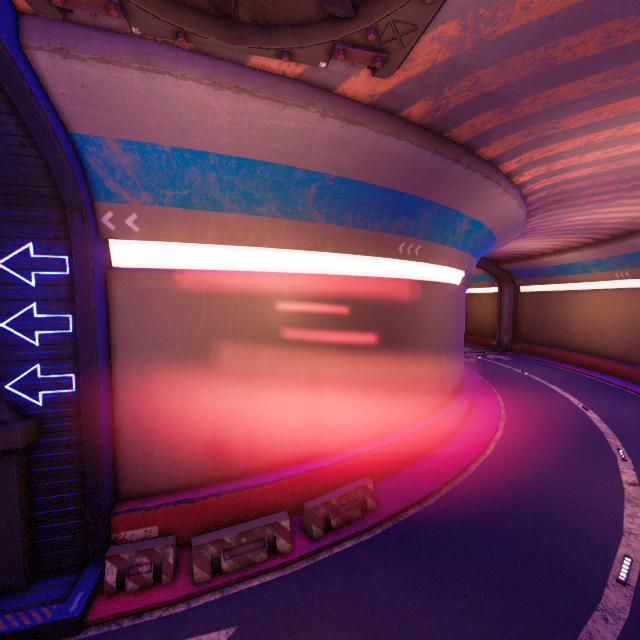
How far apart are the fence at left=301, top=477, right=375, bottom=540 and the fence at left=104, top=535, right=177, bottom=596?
3.4 meters

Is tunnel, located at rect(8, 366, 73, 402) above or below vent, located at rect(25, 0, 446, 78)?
below

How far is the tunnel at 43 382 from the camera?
7.6m

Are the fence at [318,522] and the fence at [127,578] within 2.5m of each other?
no

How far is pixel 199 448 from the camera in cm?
945

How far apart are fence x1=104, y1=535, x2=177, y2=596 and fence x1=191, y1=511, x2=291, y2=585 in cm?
34

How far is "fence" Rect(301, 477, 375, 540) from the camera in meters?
9.1

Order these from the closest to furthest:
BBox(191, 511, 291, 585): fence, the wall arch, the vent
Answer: the vent
the wall arch
BBox(191, 511, 291, 585): fence
